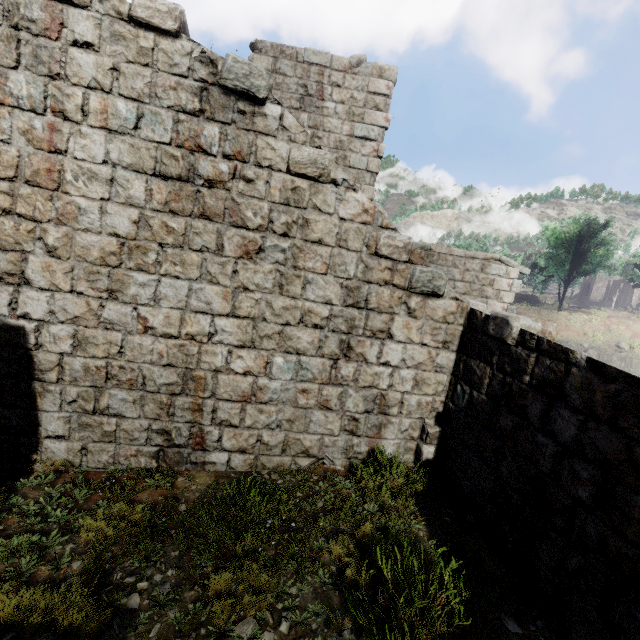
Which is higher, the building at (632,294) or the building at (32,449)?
the building at (632,294)

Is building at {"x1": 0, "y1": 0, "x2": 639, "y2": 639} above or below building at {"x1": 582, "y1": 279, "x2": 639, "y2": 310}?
below

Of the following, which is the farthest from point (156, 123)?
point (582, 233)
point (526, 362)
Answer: point (582, 233)

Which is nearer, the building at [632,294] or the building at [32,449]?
the building at [32,449]

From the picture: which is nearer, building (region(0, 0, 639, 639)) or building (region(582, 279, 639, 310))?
building (region(0, 0, 639, 639))
